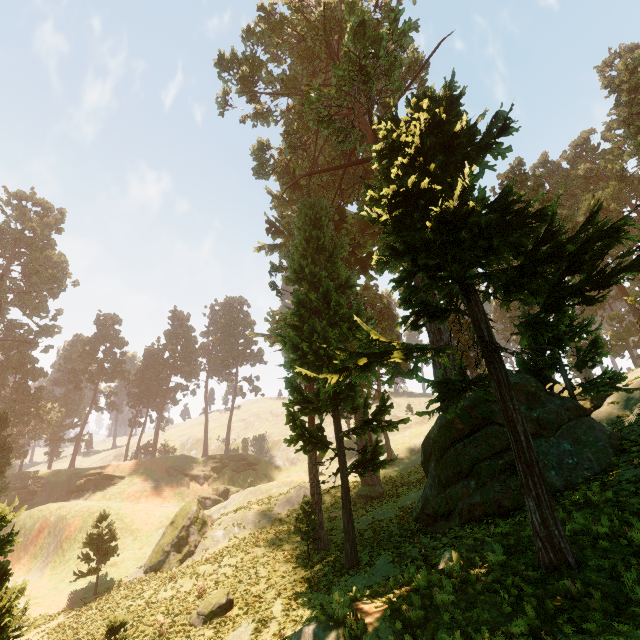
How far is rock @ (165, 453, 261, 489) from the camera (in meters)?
52.91

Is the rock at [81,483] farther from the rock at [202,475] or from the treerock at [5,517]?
the rock at [202,475]

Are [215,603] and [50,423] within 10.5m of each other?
no

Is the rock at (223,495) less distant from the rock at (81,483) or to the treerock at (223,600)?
the rock at (81,483)

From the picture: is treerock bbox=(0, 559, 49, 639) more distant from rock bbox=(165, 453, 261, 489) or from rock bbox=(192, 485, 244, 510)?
rock bbox=(192, 485, 244, 510)

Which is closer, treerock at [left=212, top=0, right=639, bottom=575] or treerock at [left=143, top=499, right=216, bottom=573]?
treerock at [left=212, top=0, right=639, bottom=575]

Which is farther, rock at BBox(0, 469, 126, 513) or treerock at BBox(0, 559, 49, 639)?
rock at BBox(0, 469, 126, 513)
